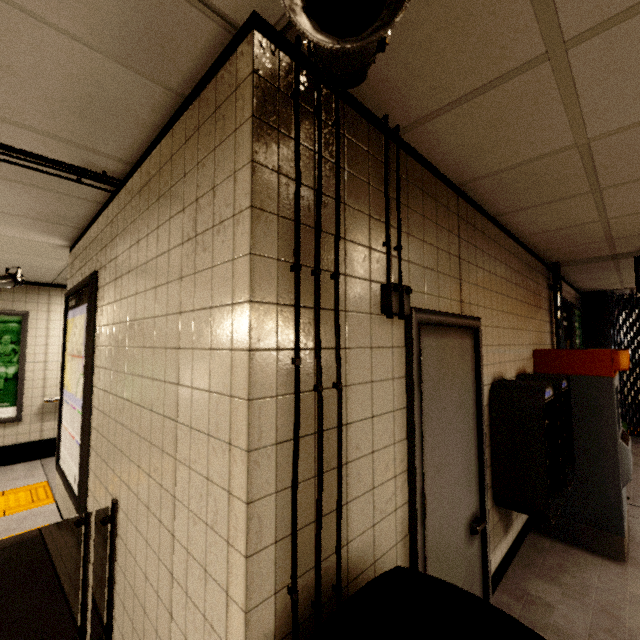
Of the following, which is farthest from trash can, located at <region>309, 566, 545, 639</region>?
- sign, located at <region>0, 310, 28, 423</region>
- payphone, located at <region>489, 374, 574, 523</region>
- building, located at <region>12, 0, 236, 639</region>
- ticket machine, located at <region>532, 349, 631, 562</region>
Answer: sign, located at <region>0, 310, 28, 423</region>

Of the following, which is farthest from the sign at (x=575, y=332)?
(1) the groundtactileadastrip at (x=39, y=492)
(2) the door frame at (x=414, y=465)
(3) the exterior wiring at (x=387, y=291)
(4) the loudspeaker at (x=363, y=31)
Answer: (4) the loudspeaker at (x=363, y=31)

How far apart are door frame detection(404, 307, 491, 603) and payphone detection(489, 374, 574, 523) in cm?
23

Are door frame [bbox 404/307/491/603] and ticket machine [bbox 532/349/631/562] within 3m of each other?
yes

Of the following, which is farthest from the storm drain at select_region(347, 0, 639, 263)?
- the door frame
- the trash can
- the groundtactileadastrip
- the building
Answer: the groundtactileadastrip

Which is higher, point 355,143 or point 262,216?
point 355,143

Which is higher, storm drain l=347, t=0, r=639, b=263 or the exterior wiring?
storm drain l=347, t=0, r=639, b=263

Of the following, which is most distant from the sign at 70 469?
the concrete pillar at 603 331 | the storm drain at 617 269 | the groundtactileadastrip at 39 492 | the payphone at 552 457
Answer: the concrete pillar at 603 331
